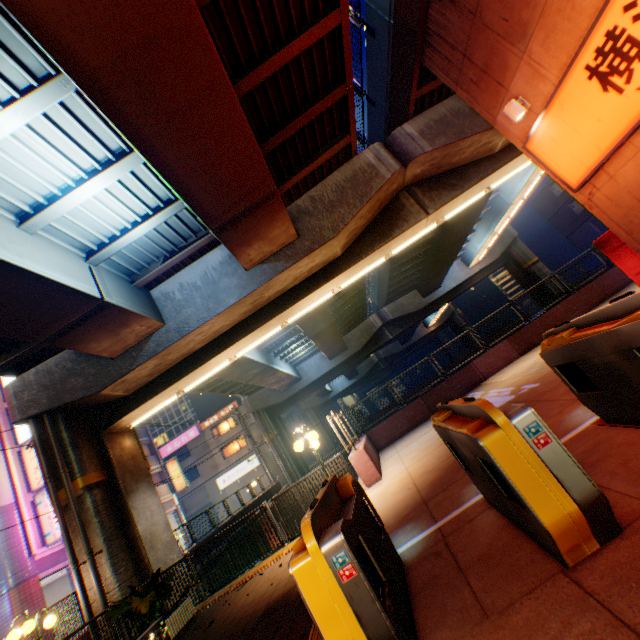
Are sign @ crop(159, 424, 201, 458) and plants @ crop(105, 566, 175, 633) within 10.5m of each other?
no

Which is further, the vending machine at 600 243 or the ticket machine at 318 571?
the vending machine at 600 243

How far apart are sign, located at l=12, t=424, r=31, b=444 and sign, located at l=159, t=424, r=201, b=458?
22.9 meters

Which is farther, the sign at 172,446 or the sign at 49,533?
the sign at 172,446

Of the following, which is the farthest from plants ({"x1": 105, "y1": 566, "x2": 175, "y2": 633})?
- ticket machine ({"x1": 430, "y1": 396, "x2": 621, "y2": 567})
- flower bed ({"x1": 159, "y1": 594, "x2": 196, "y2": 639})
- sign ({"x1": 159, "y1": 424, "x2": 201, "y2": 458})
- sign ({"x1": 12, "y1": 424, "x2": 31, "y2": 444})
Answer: sign ({"x1": 159, "y1": 424, "x2": 201, "y2": 458})

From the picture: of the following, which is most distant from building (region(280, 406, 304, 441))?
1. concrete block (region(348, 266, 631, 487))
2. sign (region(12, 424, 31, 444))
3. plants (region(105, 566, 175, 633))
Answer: plants (region(105, 566, 175, 633))

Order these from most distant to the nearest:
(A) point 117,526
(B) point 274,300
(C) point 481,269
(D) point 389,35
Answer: (C) point 481,269 → (B) point 274,300 → (A) point 117,526 → (D) point 389,35

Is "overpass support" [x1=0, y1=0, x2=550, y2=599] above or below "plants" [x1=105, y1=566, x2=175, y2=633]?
above
